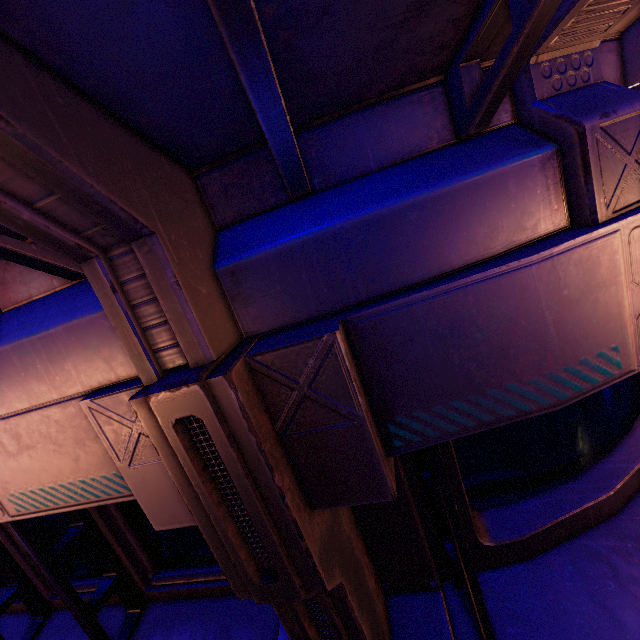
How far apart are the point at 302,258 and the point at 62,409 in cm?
144
